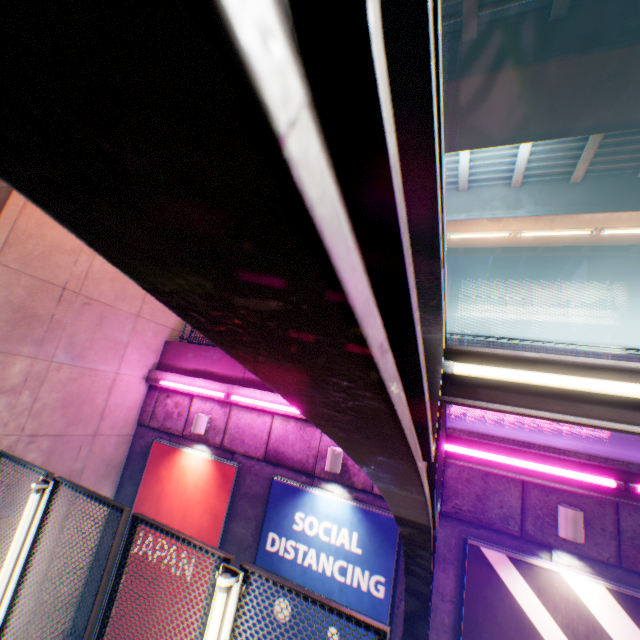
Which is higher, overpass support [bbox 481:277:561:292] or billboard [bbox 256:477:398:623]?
overpass support [bbox 481:277:561:292]

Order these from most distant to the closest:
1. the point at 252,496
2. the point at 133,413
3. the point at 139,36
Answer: the point at 133,413 < the point at 252,496 < the point at 139,36

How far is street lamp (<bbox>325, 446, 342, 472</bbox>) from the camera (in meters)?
6.02

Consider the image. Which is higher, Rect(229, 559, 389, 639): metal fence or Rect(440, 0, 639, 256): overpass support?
Rect(440, 0, 639, 256): overpass support

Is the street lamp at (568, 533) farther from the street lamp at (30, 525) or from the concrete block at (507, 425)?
the street lamp at (30, 525)

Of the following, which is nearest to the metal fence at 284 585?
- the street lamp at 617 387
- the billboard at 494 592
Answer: the street lamp at 617 387

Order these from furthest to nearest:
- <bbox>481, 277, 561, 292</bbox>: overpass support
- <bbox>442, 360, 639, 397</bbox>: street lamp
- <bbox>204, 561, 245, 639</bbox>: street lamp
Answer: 1. <bbox>481, 277, 561, 292</bbox>: overpass support
2. <bbox>204, 561, 245, 639</bbox>: street lamp
3. <bbox>442, 360, 639, 397</bbox>: street lamp

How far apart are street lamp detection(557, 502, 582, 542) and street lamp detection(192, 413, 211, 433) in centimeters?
682cm
